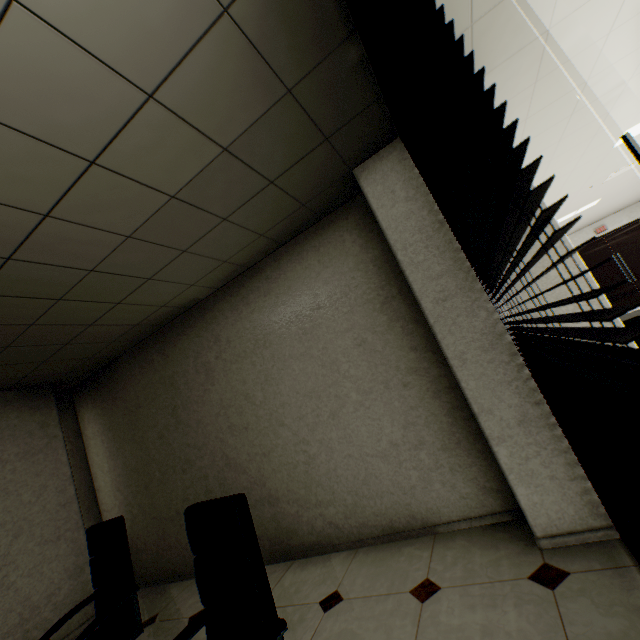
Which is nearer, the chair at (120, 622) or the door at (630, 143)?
the door at (630, 143)

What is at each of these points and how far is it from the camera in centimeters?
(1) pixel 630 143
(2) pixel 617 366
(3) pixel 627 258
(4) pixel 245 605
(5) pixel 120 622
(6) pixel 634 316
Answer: (1) door, 97cm
(2) blinds, 54cm
(3) door, 1026cm
(4) chair, 132cm
(5) chair, 229cm
(6) water cooler, 211cm

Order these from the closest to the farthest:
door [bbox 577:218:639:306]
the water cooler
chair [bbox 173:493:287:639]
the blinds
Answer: the blinds < chair [bbox 173:493:287:639] < the water cooler < door [bbox 577:218:639:306]

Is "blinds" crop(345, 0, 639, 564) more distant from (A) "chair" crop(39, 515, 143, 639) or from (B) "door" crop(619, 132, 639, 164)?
(A) "chair" crop(39, 515, 143, 639)

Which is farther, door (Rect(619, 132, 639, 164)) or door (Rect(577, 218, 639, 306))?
door (Rect(577, 218, 639, 306))

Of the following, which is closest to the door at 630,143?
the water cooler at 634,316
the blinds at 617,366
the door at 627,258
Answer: the blinds at 617,366

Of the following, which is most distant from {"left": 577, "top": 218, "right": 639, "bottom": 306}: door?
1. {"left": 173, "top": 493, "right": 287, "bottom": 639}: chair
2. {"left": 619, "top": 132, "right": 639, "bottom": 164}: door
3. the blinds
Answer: {"left": 173, "top": 493, "right": 287, "bottom": 639}: chair

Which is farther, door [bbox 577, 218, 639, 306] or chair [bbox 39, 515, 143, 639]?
door [bbox 577, 218, 639, 306]
